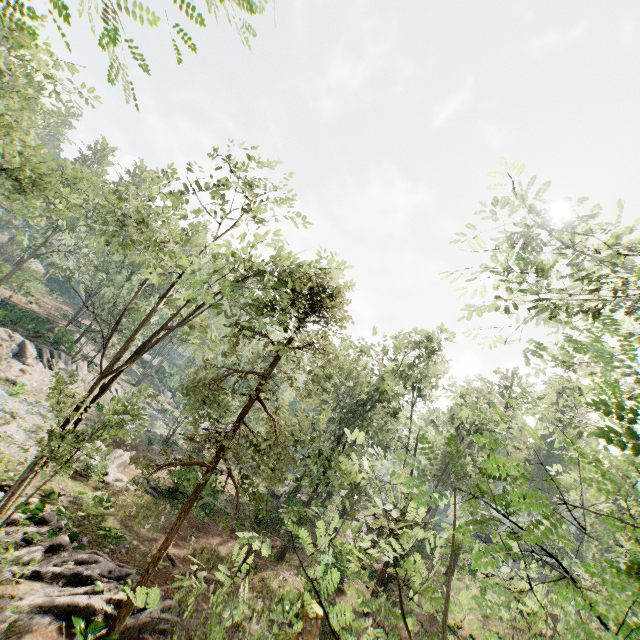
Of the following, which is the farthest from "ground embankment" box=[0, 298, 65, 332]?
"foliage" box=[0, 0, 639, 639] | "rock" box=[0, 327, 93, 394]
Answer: "rock" box=[0, 327, 93, 394]

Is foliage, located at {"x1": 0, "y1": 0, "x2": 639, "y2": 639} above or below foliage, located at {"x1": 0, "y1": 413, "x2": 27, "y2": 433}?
above

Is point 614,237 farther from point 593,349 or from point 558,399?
point 558,399

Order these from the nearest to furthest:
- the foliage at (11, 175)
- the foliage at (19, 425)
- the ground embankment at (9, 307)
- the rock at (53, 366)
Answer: the foliage at (11, 175)
the foliage at (19, 425)
the rock at (53, 366)
the ground embankment at (9, 307)

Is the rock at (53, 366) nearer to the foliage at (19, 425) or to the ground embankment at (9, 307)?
the foliage at (19, 425)

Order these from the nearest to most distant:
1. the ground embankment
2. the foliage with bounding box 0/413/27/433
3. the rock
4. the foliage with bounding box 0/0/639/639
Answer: the foliage with bounding box 0/0/639/639, the foliage with bounding box 0/413/27/433, the rock, the ground embankment

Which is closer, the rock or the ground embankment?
the rock
